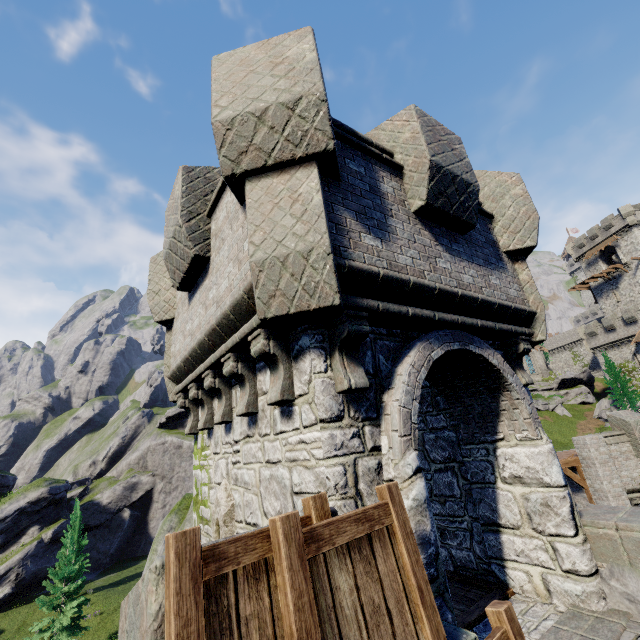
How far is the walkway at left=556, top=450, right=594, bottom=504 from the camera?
16.67m

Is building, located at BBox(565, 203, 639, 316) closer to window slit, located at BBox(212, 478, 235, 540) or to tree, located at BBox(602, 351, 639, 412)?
tree, located at BBox(602, 351, 639, 412)

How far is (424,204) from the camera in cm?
468

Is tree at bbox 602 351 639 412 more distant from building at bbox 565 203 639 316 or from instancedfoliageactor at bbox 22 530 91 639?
instancedfoliageactor at bbox 22 530 91 639

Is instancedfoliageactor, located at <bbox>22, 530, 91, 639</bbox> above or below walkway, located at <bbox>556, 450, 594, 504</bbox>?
below

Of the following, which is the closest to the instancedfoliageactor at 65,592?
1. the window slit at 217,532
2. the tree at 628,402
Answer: the window slit at 217,532

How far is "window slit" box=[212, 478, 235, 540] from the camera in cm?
462

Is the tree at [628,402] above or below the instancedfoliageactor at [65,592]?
above
